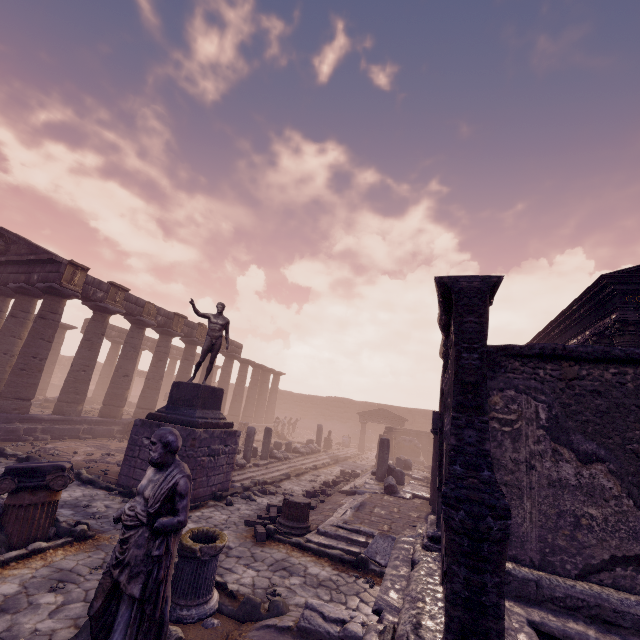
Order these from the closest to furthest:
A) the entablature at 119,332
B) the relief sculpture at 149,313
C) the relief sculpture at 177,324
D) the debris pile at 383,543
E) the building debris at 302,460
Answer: the debris pile at 383,543 < the building debris at 302,460 < the relief sculpture at 149,313 < the relief sculpture at 177,324 < the entablature at 119,332

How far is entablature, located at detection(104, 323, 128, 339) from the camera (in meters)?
26.91

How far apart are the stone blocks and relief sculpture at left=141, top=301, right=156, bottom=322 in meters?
13.3

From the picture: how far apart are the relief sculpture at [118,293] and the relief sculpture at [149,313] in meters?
1.2

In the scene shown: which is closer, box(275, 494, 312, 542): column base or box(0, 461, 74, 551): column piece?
box(0, 461, 74, 551): column piece

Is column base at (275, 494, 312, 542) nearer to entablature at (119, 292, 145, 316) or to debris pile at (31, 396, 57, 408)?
entablature at (119, 292, 145, 316)

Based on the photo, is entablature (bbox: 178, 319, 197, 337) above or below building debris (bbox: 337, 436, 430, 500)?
above

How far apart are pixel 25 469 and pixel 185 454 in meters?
3.6
